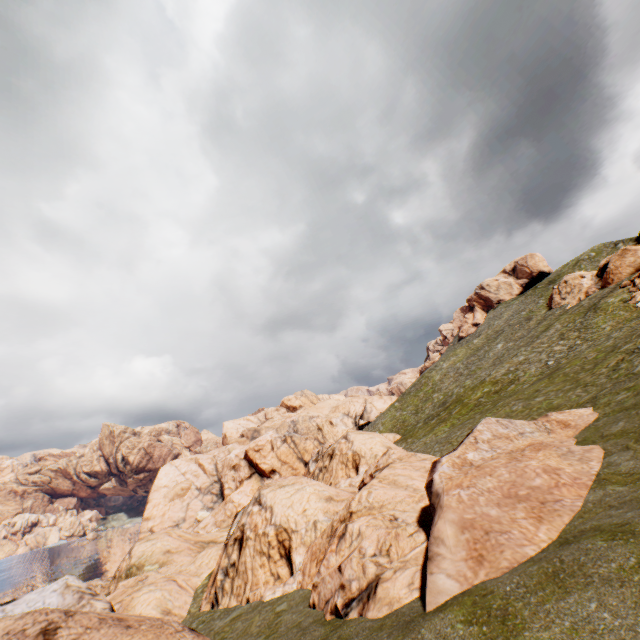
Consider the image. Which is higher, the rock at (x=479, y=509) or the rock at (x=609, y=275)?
the rock at (x=609, y=275)

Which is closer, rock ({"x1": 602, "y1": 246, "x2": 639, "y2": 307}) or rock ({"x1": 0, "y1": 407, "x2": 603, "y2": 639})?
rock ({"x1": 0, "y1": 407, "x2": 603, "y2": 639})

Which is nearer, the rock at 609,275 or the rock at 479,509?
Answer: the rock at 479,509

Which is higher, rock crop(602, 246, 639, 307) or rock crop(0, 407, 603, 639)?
rock crop(602, 246, 639, 307)

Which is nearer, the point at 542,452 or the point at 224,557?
the point at 542,452
